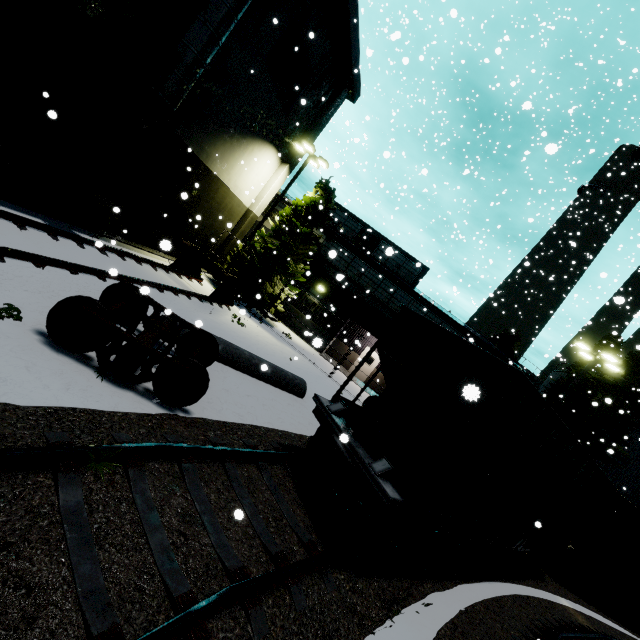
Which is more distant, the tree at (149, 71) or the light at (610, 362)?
the light at (610, 362)

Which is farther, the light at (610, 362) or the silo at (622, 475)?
the silo at (622, 475)

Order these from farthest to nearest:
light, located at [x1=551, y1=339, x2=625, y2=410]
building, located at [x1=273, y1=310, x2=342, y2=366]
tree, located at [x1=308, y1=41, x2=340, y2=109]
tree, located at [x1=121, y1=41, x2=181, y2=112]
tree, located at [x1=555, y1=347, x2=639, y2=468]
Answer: tree, located at [x1=555, y1=347, x2=639, y2=468]
tree, located at [x1=308, y1=41, x2=340, y2=109]
light, located at [x1=551, y1=339, x2=625, y2=410]
building, located at [x1=273, y1=310, x2=342, y2=366]
tree, located at [x1=121, y1=41, x2=181, y2=112]

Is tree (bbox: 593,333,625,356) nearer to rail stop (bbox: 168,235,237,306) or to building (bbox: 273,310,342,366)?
building (bbox: 273,310,342,366)

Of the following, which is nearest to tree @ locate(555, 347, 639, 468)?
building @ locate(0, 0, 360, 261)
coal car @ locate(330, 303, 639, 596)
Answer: coal car @ locate(330, 303, 639, 596)

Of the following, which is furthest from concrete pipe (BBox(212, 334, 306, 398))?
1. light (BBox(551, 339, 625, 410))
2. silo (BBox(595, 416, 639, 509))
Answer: silo (BBox(595, 416, 639, 509))

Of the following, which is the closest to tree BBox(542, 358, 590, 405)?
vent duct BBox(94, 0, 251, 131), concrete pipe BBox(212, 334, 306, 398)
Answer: concrete pipe BBox(212, 334, 306, 398)

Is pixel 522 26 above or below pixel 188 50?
above
